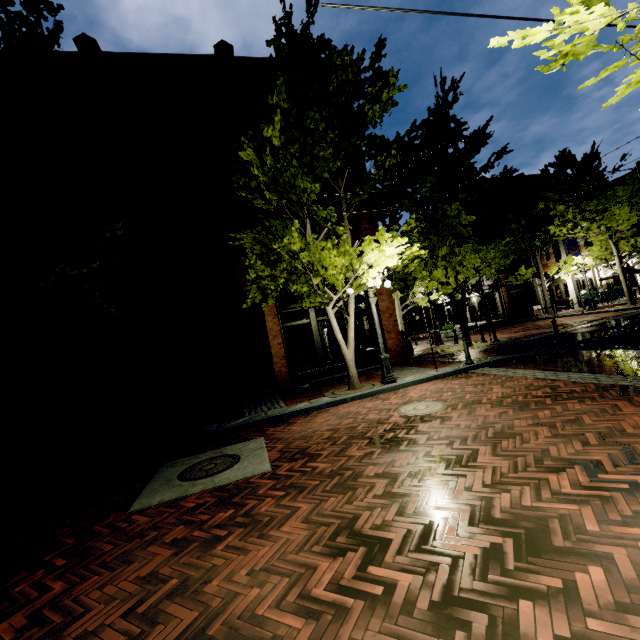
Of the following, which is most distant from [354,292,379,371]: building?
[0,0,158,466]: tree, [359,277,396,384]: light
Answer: [359,277,396,384]: light

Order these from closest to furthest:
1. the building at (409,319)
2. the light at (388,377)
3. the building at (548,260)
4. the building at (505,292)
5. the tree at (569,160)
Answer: the light at (388,377) < the tree at (569,160) < the building at (548,260) < the building at (505,292) < the building at (409,319)

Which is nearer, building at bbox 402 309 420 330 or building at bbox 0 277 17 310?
building at bbox 0 277 17 310

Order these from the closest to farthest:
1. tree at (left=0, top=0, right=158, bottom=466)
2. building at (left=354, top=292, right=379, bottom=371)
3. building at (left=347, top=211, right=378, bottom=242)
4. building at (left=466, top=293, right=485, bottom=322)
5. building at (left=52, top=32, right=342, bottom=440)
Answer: tree at (left=0, top=0, right=158, bottom=466)
building at (left=52, top=32, right=342, bottom=440)
building at (left=354, top=292, right=379, bottom=371)
building at (left=347, top=211, right=378, bottom=242)
building at (left=466, top=293, right=485, bottom=322)

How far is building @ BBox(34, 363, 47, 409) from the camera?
11.1m

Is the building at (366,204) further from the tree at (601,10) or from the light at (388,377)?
the light at (388,377)

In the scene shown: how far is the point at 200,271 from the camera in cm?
1288
